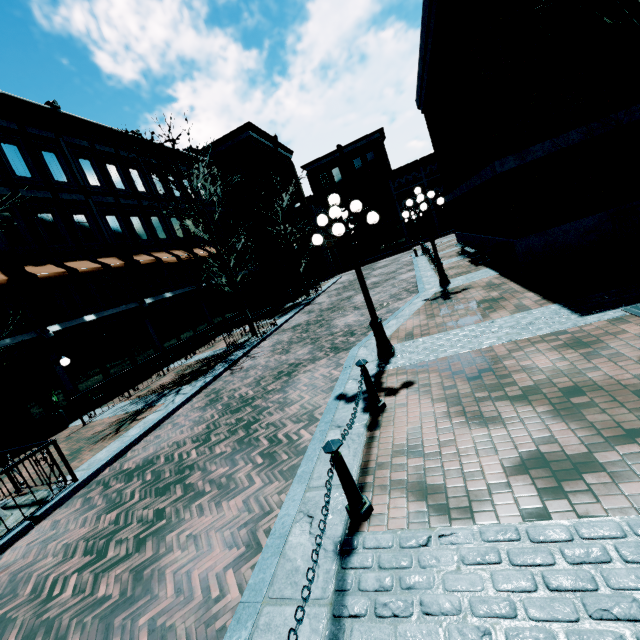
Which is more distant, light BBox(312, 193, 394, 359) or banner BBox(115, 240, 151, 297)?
banner BBox(115, 240, 151, 297)

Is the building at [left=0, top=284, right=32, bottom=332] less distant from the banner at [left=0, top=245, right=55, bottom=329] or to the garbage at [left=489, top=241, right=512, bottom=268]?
the banner at [left=0, top=245, right=55, bottom=329]

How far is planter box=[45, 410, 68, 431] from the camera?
11.5m

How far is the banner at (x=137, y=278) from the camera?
16.5m

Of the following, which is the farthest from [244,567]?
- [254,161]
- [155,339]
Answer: [254,161]

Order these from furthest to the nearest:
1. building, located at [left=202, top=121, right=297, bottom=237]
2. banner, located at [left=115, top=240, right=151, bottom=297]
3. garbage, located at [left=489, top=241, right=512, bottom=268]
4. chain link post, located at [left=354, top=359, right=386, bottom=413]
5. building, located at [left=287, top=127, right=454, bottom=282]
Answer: building, located at [left=287, top=127, right=454, bottom=282] → building, located at [left=202, top=121, right=297, bottom=237] → banner, located at [left=115, top=240, right=151, bottom=297] → garbage, located at [left=489, top=241, right=512, bottom=268] → chain link post, located at [left=354, top=359, right=386, bottom=413]

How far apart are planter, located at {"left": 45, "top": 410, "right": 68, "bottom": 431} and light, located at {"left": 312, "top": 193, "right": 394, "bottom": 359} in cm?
1159

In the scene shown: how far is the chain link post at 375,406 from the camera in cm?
462
